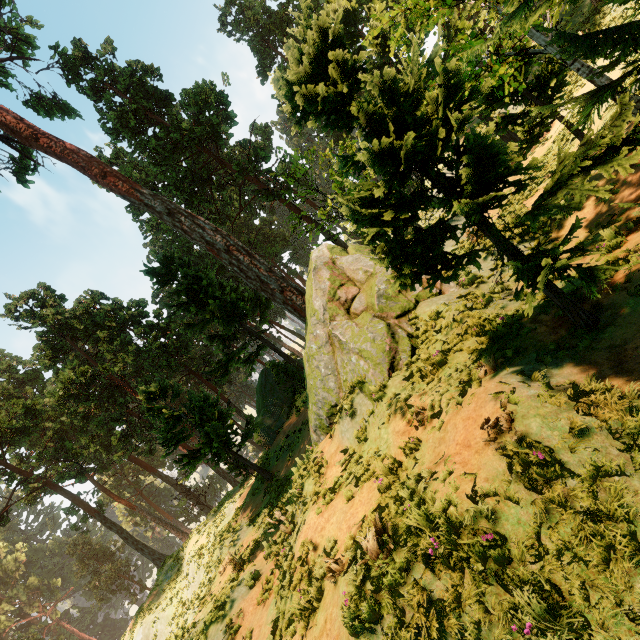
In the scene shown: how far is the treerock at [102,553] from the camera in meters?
53.9

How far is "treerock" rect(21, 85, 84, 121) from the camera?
23.09m

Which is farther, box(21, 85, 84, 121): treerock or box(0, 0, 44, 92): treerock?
box(21, 85, 84, 121): treerock

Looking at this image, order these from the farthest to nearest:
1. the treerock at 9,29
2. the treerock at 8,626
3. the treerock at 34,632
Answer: the treerock at 8,626
the treerock at 34,632
the treerock at 9,29

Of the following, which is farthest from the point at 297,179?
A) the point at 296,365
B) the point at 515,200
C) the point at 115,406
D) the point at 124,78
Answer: the point at 115,406
